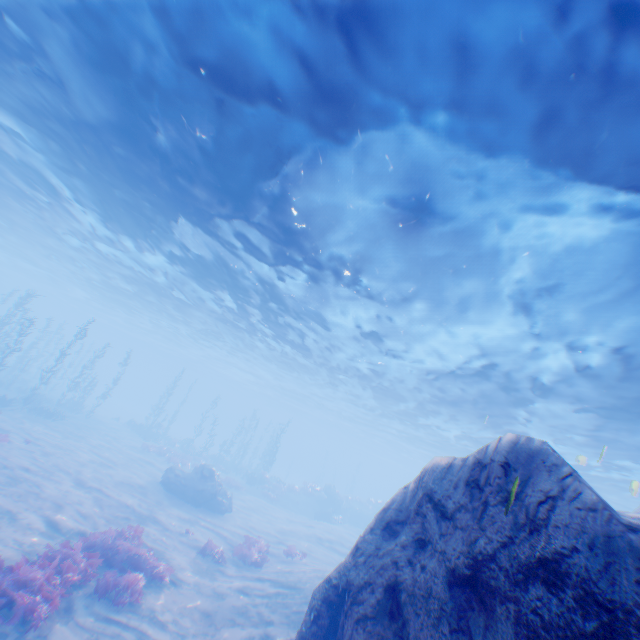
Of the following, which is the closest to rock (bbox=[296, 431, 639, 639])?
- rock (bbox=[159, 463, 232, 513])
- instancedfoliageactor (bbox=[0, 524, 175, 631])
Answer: instancedfoliageactor (bbox=[0, 524, 175, 631])

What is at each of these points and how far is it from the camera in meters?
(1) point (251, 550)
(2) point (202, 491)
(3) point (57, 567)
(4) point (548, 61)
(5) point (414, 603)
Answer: (1) instancedfoliageactor, 15.3
(2) rock, 20.7
(3) instancedfoliageactor, 8.8
(4) light, 5.4
(5) rock, 4.3

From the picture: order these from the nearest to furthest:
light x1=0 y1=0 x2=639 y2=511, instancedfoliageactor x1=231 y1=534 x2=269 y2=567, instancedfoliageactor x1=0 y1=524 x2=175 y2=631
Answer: light x1=0 y1=0 x2=639 y2=511 → instancedfoliageactor x1=0 y1=524 x2=175 y2=631 → instancedfoliageactor x1=231 y1=534 x2=269 y2=567

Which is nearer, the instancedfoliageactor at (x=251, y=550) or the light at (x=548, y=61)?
the light at (x=548, y=61)

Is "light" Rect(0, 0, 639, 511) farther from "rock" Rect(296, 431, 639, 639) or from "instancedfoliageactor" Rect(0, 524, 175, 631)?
"instancedfoliageactor" Rect(0, 524, 175, 631)

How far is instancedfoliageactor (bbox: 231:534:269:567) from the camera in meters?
14.9

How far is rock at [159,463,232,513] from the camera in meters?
20.5

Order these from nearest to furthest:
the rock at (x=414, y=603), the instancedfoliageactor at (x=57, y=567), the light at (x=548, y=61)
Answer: the rock at (x=414, y=603), the light at (x=548, y=61), the instancedfoliageactor at (x=57, y=567)
